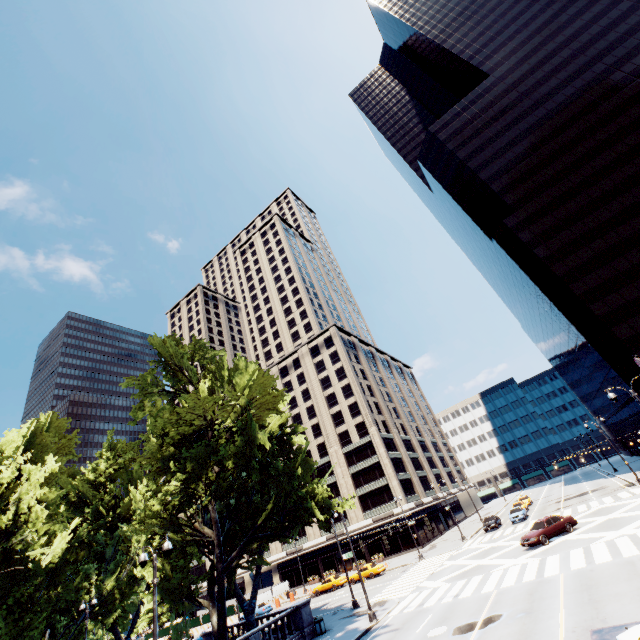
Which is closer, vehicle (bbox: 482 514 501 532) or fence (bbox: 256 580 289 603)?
vehicle (bbox: 482 514 501 532)

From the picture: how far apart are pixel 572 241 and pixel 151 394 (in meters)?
60.37

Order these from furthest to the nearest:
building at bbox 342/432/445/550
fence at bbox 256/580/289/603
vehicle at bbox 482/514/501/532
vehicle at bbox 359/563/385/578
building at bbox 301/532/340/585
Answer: building at bbox 301/532/340/585, building at bbox 342/432/445/550, fence at bbox 256/580/289/603, vehicle at bbox 482/514/501/532, vehicle at bbox 359/563/385/578

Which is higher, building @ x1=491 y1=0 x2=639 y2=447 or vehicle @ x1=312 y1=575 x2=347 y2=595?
building @ x1=491 y1=0 x2=639 y2=447

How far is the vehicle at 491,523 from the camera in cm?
4216

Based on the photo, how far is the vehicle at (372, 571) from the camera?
40.1 meters

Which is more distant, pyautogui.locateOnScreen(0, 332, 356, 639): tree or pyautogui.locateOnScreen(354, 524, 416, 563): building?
pyautogui.locateOnScreen(354, 524, 416, 563): building

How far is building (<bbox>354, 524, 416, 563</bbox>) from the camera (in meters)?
51.22
